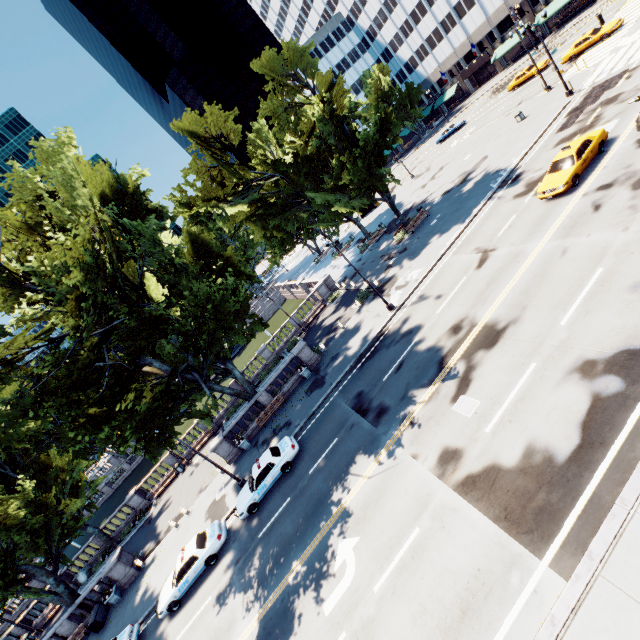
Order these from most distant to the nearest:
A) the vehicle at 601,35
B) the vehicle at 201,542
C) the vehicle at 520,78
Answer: the vehicle at 520,78 < the vehicle at 601,35 < the vehicle at 201,542

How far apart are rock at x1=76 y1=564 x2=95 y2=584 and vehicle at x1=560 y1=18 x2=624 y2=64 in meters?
72.5

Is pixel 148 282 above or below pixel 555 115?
above

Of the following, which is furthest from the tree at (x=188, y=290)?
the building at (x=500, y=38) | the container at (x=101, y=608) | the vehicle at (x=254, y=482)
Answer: the vehicle at (x=254, y=482)

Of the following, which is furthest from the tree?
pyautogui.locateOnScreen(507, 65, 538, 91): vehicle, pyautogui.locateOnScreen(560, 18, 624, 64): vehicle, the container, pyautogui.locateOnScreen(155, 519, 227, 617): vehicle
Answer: pyautogui.locateOnScreen(507, 65, 538, 91): vehicle

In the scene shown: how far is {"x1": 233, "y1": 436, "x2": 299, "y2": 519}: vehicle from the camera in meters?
18.9

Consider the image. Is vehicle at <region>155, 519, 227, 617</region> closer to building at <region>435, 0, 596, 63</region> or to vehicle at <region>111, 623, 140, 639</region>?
vehicle at <region>111, 623, 140, 639</region>

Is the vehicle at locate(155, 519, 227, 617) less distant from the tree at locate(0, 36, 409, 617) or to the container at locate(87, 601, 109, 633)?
the tree at locate(0, 36, 409, 617)
